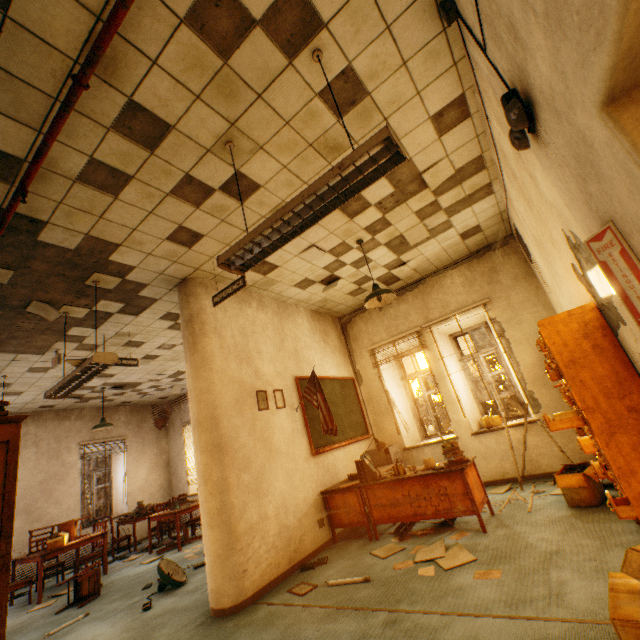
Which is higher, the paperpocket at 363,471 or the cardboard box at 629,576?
the paperpocket at 363,471

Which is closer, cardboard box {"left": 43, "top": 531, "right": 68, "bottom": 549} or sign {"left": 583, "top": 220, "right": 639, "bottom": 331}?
sign {"left": 583, "top": 220, "right": 639, "bottom": 331}

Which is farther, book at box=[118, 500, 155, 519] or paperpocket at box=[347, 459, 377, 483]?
book at box=[118, 500, 155, 519]

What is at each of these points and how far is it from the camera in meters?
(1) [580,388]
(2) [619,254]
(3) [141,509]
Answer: (1) card catalog, 2.4 m
(2) sign, 1.5 m
(3) book, 8.5 m

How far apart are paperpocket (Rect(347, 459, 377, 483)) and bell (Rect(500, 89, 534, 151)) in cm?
405

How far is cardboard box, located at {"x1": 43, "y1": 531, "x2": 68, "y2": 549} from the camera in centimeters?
603cm

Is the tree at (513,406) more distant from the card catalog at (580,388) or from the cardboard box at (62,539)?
the cardboard box at (62,539)

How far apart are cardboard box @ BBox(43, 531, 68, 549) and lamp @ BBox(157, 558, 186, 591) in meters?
2.9 m
